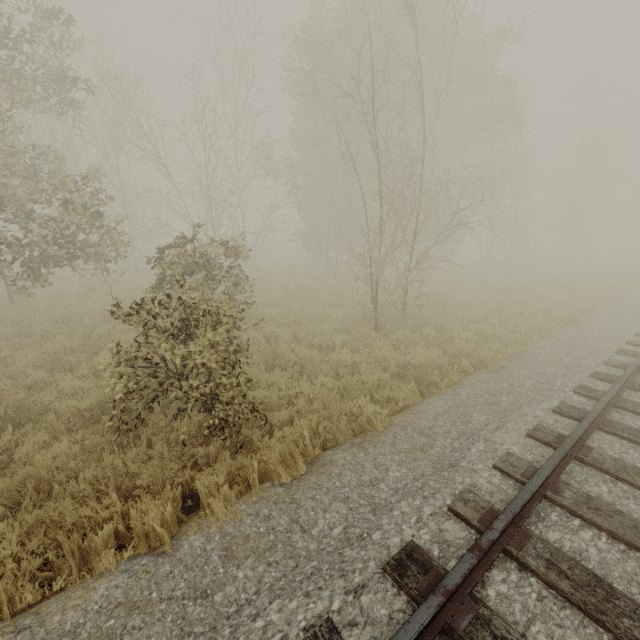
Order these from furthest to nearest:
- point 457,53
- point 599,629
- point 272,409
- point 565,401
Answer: point 457,53 → point 272,409 → point 565,401 → point 599,629
